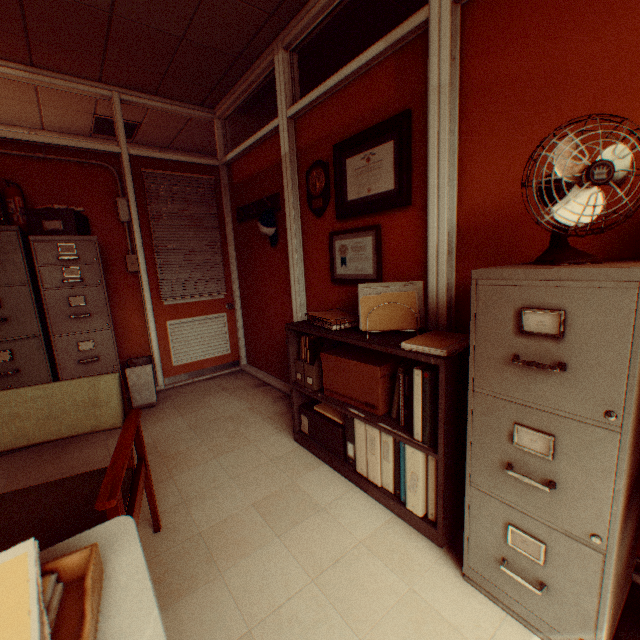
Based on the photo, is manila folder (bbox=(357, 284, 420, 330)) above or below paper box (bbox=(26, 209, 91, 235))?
below

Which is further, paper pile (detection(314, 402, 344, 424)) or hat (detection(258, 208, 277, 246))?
hat (detection(258, 208, 277, 246))

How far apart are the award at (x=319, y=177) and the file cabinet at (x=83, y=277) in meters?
2.1

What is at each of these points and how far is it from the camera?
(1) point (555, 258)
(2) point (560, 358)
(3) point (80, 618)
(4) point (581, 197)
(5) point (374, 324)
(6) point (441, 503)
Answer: (1) fan, 1.2m
(2) file cabinet, 1.1m
(3) paper box, 0.5m
(4) fan blade, 1.1m
(5) manila folder, 2.0m
(6) shelf, 1.7m

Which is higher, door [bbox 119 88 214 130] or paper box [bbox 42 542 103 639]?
door [bbox 119 88 214 130]

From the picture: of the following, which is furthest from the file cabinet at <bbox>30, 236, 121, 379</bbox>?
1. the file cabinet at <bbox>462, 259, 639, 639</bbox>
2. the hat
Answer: the file cabinet at <bbox>462, 259, 639, 639</bbox>

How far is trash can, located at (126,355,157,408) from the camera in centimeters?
349cm

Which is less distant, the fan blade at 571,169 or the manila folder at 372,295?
the fan blade at 571,169
